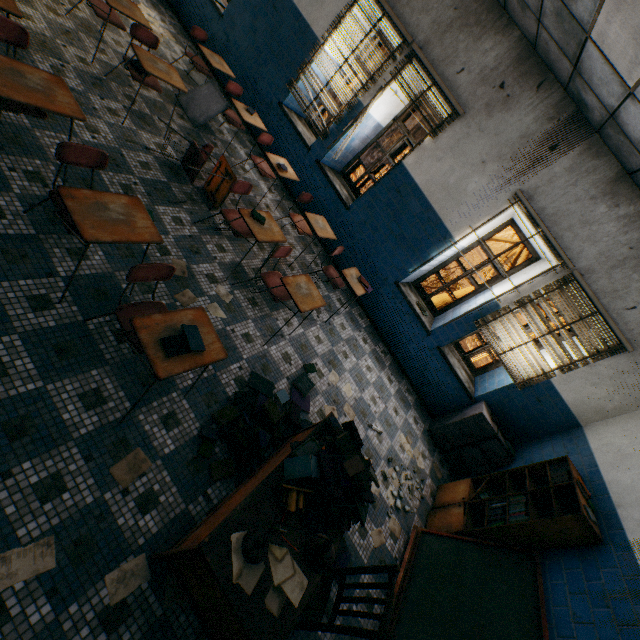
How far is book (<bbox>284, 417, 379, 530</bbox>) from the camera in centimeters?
221cm

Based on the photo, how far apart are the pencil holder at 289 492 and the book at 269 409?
0.7 meters

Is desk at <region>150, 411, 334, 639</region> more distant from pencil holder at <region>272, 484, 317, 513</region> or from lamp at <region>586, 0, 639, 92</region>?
lamp at <region>586, 0, 639, 92</region>

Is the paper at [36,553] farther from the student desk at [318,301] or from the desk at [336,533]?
the student desk at [318,301]

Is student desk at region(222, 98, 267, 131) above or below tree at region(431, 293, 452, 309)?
above

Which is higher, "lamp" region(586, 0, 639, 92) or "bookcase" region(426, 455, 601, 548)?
"lamp" region(586, 0, 639, 92)

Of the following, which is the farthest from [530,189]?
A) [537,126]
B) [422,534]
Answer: [422,534]

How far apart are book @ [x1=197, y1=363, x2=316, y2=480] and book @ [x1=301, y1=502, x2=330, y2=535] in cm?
48
